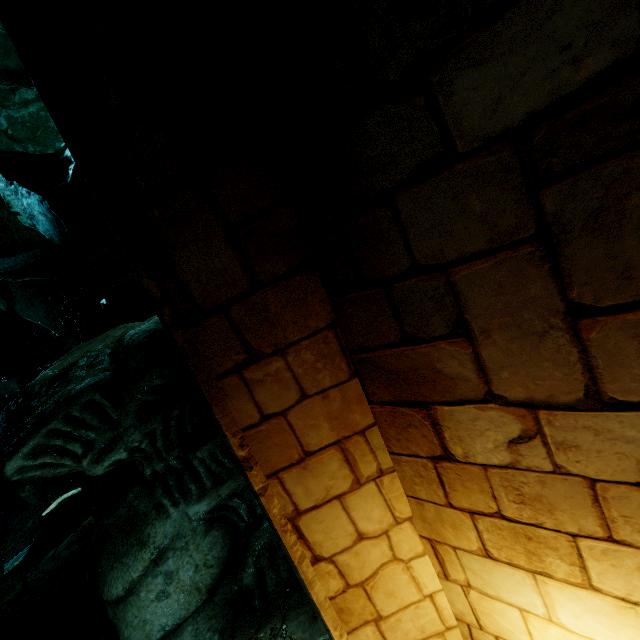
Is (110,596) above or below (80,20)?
below

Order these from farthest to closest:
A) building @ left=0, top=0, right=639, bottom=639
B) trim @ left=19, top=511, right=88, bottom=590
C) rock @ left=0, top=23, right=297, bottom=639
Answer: trim @ left=19, top=511, right=88, bottom=590 → rock @ left=0, top=23, right=297, bottom=639 → building @ left=0, top=0, right=639, bottom=639

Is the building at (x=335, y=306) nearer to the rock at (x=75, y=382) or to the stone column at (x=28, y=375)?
the rock at (x=75, y=382)

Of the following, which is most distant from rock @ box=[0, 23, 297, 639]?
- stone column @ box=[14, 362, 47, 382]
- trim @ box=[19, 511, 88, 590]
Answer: trim @ box=[19, 511, 88, 590]

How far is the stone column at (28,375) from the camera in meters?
26.7

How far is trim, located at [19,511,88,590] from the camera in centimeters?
941cm

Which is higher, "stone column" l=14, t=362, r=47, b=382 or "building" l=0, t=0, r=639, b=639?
"stone column" l=14, t=362, r=47, b=382

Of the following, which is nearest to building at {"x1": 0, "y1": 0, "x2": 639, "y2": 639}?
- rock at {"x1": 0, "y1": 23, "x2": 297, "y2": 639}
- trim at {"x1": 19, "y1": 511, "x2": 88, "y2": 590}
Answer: rock at {"x1": 0, "y1": 23, "x2": 297, "y2": 639}
